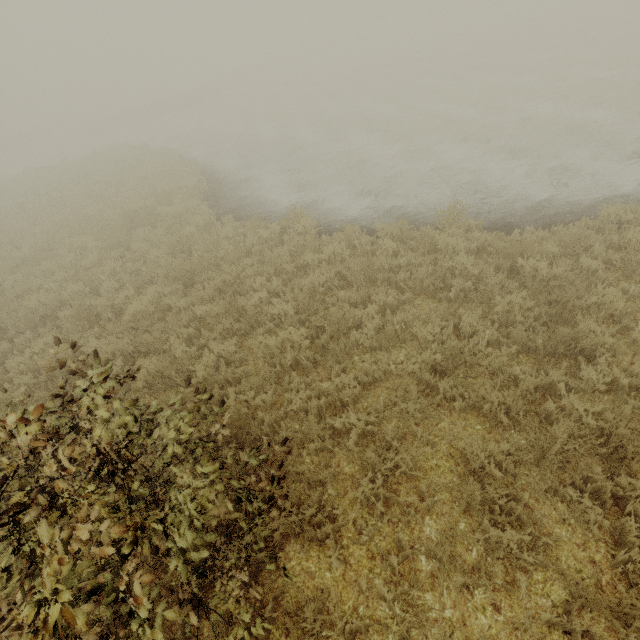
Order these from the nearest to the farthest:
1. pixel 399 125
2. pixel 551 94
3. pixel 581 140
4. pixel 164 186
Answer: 1. pixel 581 140
2. pixel 164 186
3. pixel 551 94
4. pixel 399 125
